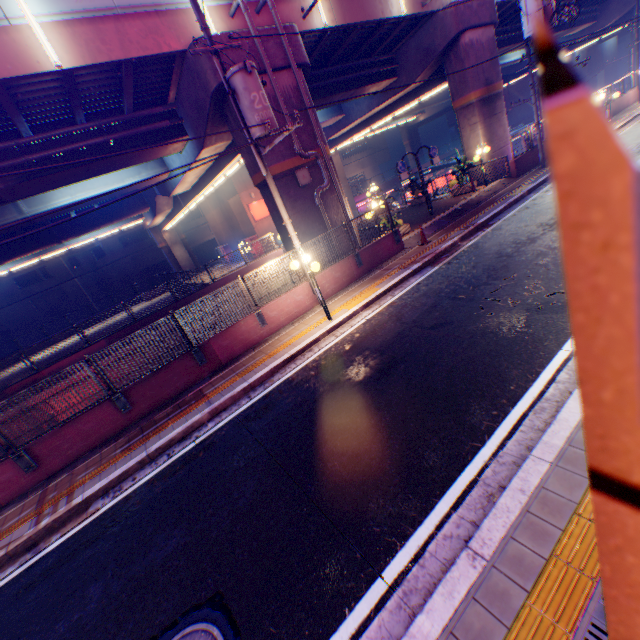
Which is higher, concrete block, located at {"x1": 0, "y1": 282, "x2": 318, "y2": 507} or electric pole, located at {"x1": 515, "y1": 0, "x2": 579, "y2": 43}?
electric pole, located at {"x1": 515, "y1": 0, "x2": 579, "y2": 43}

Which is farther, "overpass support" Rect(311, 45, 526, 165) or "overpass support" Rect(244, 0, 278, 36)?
"overpass support" Rect(311, 45, 526, 165)

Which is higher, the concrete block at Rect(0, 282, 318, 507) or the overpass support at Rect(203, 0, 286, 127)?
the overpass support at Rect(203, 0, 286, 127)

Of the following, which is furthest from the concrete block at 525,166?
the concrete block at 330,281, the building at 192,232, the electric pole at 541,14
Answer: the building at 192,232

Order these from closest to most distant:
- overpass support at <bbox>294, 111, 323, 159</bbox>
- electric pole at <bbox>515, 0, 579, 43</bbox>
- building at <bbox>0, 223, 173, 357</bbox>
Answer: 1. overpass support at <bbox>294, 111, 323, 159</bbox>
2. electric pole at <bbox>515, 0, 579, 43</bbox>
3. building at <bbox>0, 223, 173, 357</bbox>

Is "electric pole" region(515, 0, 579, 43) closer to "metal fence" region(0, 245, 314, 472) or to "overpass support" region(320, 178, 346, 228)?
"metal fence" region(0, 245, 314, 472)

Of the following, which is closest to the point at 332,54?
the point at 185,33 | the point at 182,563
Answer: the point at 185,33

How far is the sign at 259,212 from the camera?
29.0m
